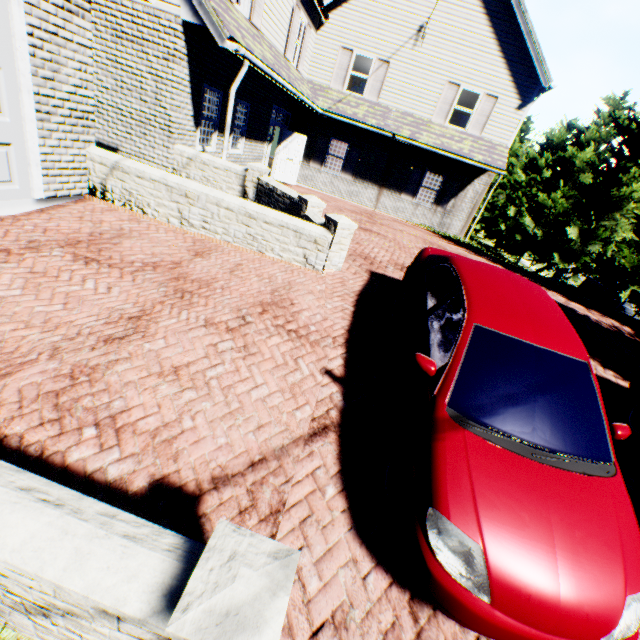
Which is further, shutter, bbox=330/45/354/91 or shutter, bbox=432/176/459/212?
shutter, bbox=432/176/459/212

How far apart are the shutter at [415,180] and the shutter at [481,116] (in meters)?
2.14

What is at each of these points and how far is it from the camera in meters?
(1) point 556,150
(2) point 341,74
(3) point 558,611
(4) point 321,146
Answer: (1) tree, 21.5 m
(2) shutter, 14.8 m
(3) car, 2.1 m
(4) shutter, 16.3 m

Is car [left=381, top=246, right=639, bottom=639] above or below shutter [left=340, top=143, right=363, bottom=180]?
A: below

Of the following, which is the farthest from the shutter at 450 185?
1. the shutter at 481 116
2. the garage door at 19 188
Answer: the garage door at 19 188

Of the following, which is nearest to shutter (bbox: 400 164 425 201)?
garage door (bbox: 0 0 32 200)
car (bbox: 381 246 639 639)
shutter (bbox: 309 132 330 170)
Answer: shutter (bbox: 309 132 330 170)

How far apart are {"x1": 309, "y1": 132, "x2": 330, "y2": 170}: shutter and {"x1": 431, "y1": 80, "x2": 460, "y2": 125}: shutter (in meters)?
4.67

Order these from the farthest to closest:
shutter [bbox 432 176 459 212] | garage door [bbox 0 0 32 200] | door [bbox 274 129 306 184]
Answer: shutter [bbox 432 176 459 212] → door [bbox 274 129 306 184] → garage door [bbox 0 0 32 200]
